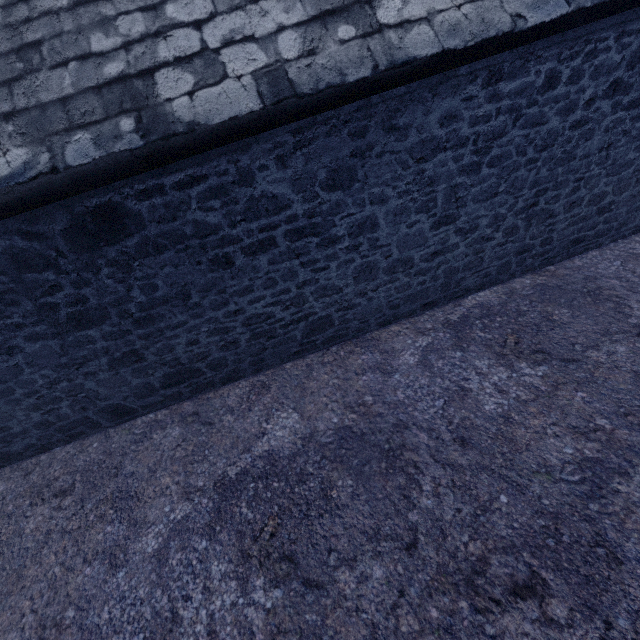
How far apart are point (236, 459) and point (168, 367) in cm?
143
